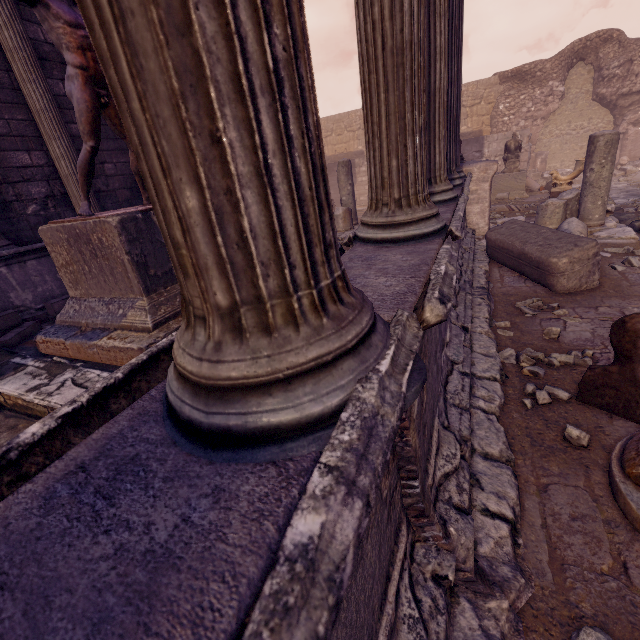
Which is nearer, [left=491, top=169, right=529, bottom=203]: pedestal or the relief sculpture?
the relief sculpture

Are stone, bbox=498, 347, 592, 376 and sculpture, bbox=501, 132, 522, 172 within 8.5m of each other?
no

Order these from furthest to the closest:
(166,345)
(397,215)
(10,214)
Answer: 1. (10,214)
2. (397,215)
3. (166,345)

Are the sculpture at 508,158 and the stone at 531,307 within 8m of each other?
no

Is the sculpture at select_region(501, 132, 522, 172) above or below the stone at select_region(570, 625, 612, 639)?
above

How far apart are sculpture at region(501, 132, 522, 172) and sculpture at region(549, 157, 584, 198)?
1.9 meters

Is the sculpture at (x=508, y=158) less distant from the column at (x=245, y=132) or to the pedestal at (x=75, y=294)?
the pedestal at (x=75, y=294)

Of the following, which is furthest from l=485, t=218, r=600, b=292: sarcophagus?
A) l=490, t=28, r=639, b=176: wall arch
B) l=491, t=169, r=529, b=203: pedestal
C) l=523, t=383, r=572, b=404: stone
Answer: l=490, t=28, r=639, b=176: wall arch
